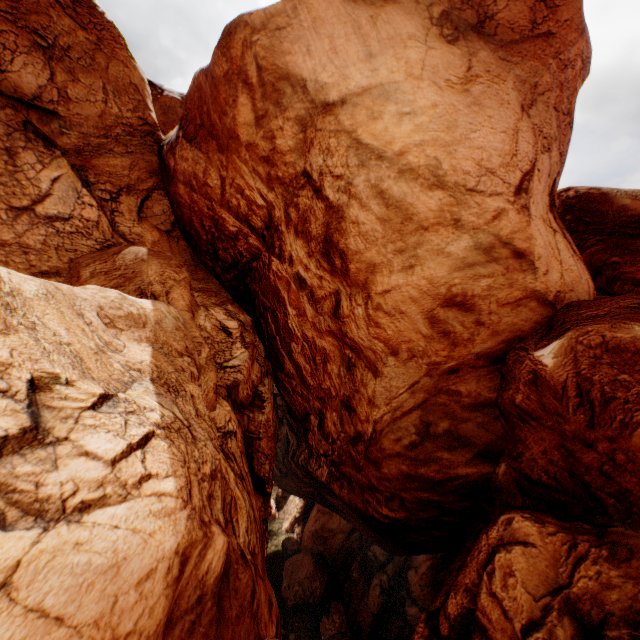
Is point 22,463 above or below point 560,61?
below
